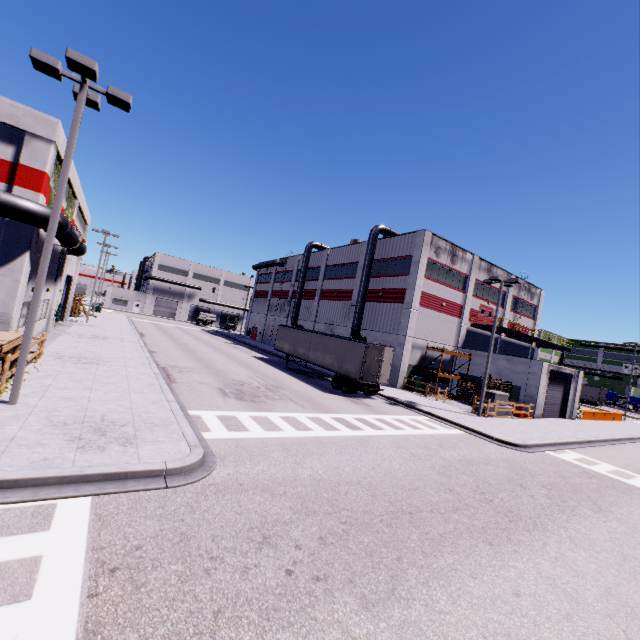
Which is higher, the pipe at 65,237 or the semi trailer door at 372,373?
the pipe at 65,237

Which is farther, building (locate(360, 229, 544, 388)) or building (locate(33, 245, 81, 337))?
building (locate(360, 229, 544, 388))

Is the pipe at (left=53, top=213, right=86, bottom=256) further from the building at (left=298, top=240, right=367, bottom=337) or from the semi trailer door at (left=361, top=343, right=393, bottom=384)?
the semi trailer door at (left=361, top=343, right=393, bottom=384)

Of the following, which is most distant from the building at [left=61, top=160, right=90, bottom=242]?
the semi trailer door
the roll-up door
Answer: the semi trailer door

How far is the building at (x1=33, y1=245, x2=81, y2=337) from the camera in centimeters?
2064cm

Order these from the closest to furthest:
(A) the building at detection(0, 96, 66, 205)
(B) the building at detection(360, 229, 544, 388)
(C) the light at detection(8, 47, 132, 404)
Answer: (C) the light at detection(8, 47, 132, 404) < (A) the building at detection(0, 96, 66, 205) < (B) the building at detection(360, 229, 544, 388)

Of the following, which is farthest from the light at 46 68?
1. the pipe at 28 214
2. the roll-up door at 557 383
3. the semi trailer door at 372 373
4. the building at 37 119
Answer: the semi trailer door at 372 373

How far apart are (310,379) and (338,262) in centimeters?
1915cm
